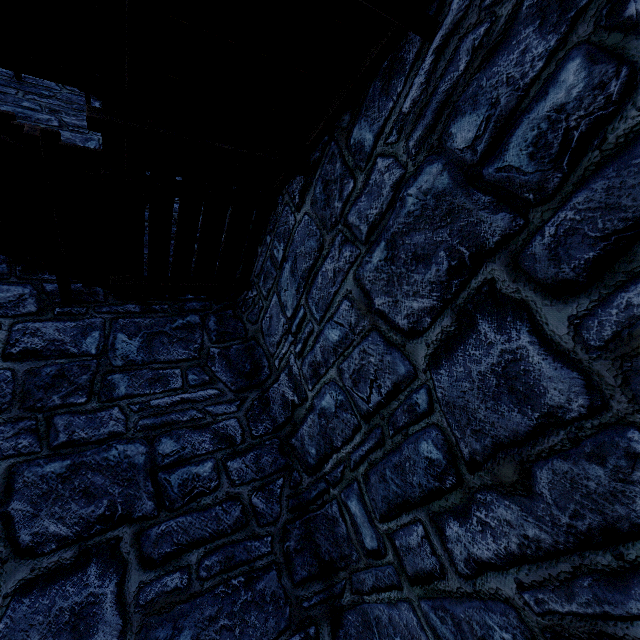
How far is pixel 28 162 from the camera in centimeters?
310cm
